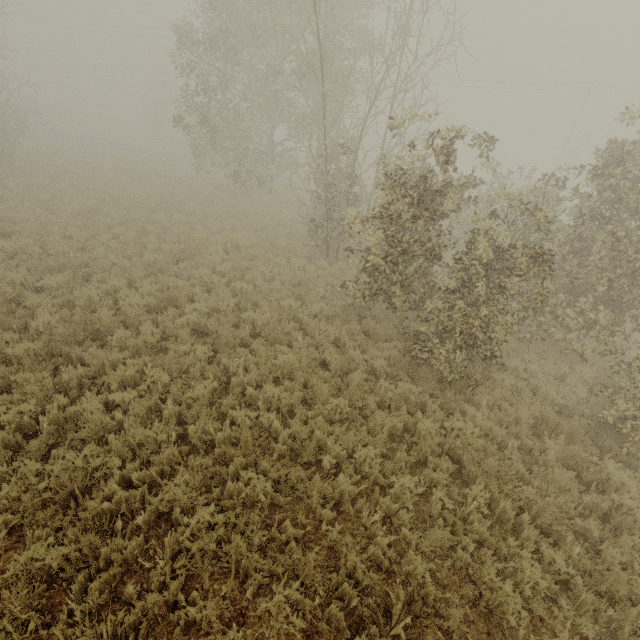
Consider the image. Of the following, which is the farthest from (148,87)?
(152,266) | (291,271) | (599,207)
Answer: (599,207)

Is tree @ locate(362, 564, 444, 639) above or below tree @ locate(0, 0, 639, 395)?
below

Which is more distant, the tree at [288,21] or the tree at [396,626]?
the tree at [288,21]

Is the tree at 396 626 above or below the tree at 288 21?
below

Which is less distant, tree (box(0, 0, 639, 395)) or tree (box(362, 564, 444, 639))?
tree (box(362, 564, 444, 639))
